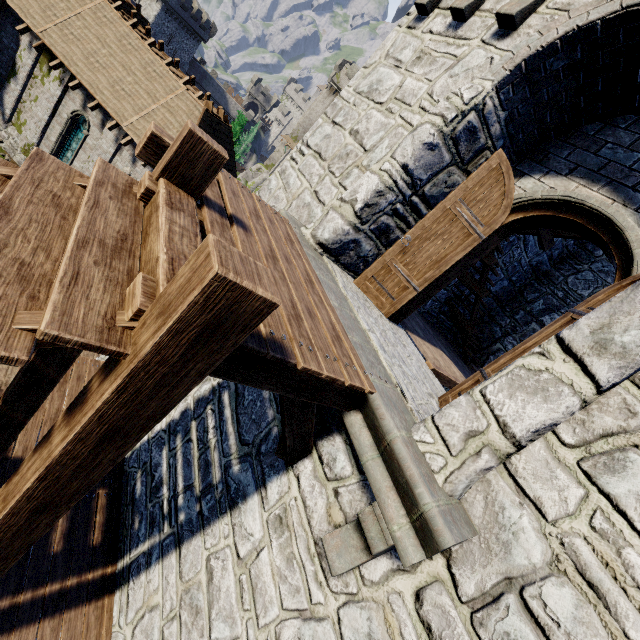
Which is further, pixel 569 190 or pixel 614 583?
pixel 569 190

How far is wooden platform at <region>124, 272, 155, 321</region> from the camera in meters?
1.5

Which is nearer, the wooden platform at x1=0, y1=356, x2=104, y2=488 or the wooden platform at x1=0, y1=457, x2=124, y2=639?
the wooden platform at x1=0, y1=457, x2=124, y2=639

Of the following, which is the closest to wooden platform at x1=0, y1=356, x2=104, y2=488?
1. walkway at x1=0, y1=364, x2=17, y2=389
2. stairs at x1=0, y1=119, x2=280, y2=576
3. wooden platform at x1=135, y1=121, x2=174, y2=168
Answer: stairs at x1=0, y1=119, x2=280, y2=576

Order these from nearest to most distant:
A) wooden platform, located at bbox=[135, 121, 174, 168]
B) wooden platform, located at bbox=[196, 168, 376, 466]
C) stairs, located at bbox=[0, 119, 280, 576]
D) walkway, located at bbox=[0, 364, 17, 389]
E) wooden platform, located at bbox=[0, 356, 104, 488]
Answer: stairs, located at bbox=[0, 119, 280, 576], wooden platform, located at bbox=[196, 168, 376, 466], wooden platform, located at bbox=[135, 121, 174, 168], wooden platform, located at bbox=[0, 356, 104, 488], walkway, located at bbox=[0, 364, 17, 389]

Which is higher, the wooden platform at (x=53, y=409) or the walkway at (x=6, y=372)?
the wooden platform at (x=53, y=409)

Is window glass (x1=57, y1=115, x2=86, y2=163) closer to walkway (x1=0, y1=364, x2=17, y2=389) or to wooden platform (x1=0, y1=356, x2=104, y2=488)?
walkway (x1=0, y1=364, x2=17, y2=389)

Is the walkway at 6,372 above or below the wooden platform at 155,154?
below
